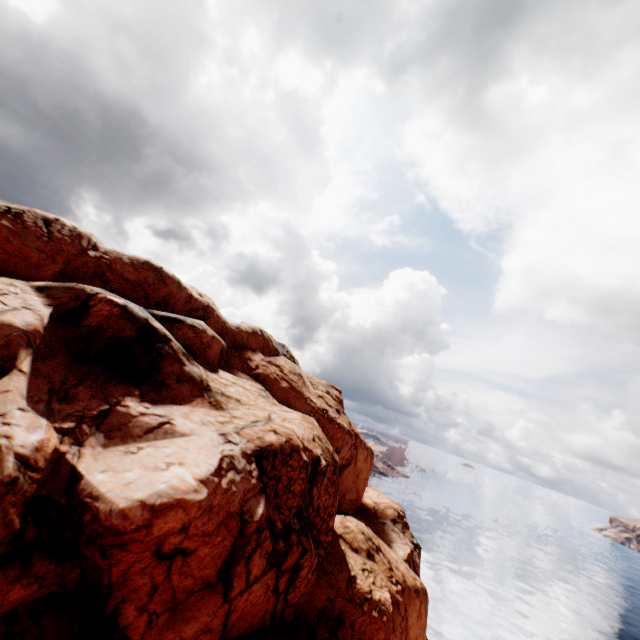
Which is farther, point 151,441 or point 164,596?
point 151,441
